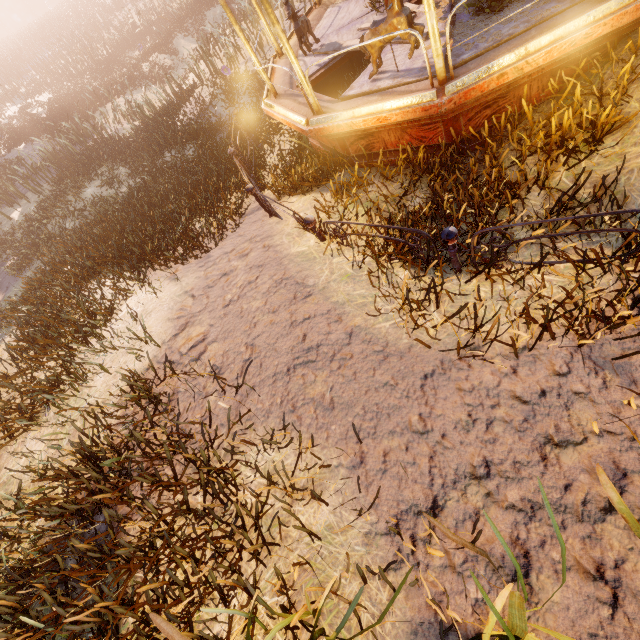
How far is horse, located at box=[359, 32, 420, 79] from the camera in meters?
4.1 m

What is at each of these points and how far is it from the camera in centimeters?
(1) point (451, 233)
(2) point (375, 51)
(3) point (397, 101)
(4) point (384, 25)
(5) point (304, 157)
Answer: (1) metal fence, 318cm
(2) horse, 443cm
(3) carousel, 398cm
(4) horse, 410cm
(5) instancedfoliageactor, 701cm

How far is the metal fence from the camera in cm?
340

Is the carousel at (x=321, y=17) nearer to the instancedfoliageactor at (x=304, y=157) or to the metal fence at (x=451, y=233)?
the instancedfoliageactor at (x=304, y=157)

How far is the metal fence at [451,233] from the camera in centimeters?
340cm

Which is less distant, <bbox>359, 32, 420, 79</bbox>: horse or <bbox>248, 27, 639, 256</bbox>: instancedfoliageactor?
<bbox>248, 27, 639, 256</bbox>: instancedfoliageactor

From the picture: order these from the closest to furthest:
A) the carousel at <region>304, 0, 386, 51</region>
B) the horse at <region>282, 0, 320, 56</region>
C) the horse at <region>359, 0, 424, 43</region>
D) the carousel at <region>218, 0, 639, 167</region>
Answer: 1. the carousel at <region>218, 0, 639, 167</region>
2. the horse at <region>359, 0, 424, 43</region>
3. the horse at <region>282, 0, 320, 56</region>
4. the carousel at <region>304, 0, 386, 51</region>

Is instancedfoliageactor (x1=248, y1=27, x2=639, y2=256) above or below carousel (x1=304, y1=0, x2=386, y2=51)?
below
